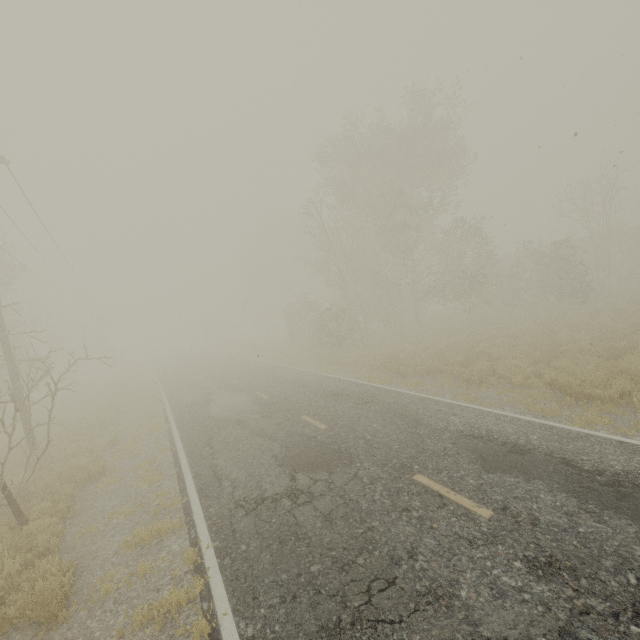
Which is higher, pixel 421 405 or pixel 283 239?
pixel 283 239
